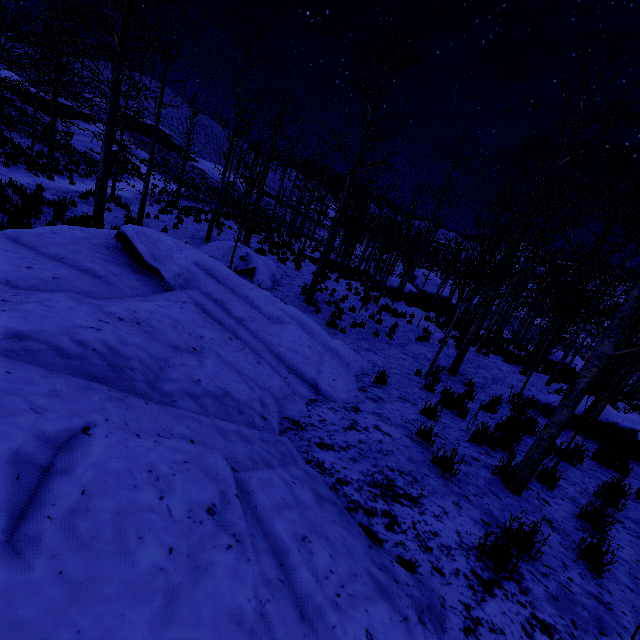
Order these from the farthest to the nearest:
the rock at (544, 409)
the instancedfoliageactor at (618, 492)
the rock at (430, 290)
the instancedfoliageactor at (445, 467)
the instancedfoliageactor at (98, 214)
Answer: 1. the rock at (430, 290)
2. the rock at (544, 409)
3. the instancedfoliageactor at (98, 214)
4. the instancedfoliageactor at (445, 467)
5. the instancedfoliageactor at (618, 492)

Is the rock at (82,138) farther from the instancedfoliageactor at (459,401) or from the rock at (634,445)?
the rock at (634,445)

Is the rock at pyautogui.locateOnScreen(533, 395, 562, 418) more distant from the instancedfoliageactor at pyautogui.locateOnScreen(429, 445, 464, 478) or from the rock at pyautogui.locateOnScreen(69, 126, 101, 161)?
the rock at pyautogui.locateOnScreen(69, 126, 101, 161)

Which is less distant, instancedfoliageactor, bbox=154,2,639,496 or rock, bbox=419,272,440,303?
instancedfoliageactor, bbox=154,2,639,496

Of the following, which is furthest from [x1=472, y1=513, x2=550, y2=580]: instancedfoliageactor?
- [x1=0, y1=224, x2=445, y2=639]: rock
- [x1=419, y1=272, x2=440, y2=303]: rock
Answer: [x1=419, y1=272, x2=440, y2=303]: rock

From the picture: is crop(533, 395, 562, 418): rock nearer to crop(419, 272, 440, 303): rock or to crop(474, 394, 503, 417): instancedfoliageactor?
crop(474, 394, 503, 417): instancedfoliageactor

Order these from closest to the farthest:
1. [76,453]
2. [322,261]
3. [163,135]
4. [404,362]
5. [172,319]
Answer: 1. [76,453]
2. [172,319]
3. [404,362]
4. [322,261]
5. [163,135]

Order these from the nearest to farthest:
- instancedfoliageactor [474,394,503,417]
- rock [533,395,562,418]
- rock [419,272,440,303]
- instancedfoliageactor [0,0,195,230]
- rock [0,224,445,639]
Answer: rock [0,224,445,639]
instancedfoliageactor [0,0,195,230]
instancedfoliageactor [474,394,503,417]
rock [533,395,562,418]
rock [419,272,440,303]
